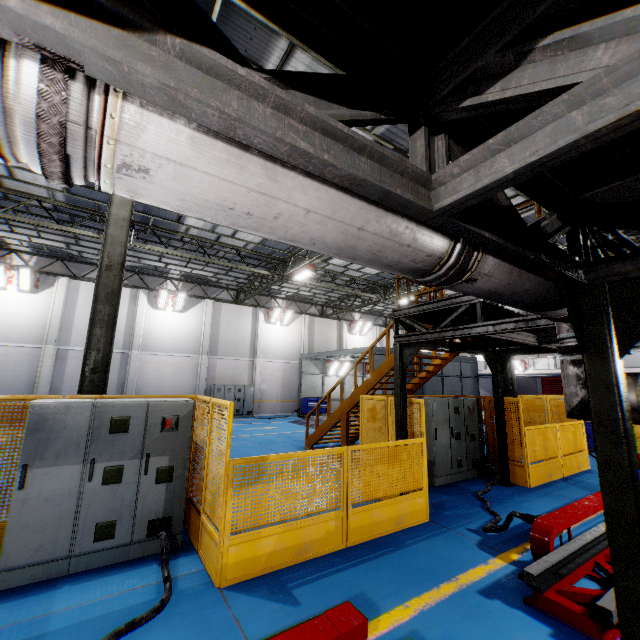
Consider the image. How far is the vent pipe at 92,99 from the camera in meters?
1.0

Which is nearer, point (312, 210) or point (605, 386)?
point (312, 210)

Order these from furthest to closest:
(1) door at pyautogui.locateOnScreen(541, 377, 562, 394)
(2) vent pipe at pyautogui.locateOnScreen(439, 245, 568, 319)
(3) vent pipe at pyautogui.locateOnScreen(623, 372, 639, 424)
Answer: (1) door at pyautogui.locateOnScreen(541, 377, 562, 394)
(3) vent pipe at pyautogui.locateOnScreen(623, 372, 639, 424)
(2) vent pipe at pyautogui.locateOnScreen(439, 245, 568, 319)

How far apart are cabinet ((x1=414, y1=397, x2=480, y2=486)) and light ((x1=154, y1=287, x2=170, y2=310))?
16.9 meters

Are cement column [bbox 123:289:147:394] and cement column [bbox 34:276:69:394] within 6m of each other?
yes

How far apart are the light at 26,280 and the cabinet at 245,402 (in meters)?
10.95

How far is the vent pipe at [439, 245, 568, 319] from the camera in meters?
2.1 m
